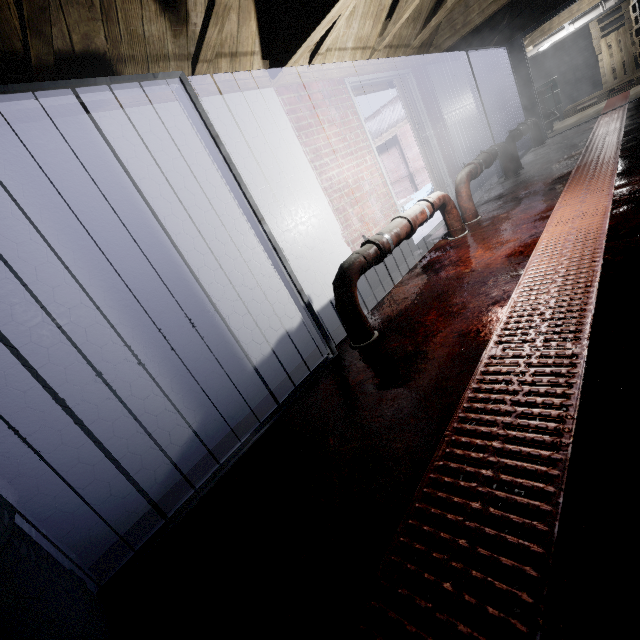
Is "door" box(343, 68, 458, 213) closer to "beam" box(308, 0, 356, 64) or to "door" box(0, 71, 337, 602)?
"beam" box(308, 0, 356, 64)

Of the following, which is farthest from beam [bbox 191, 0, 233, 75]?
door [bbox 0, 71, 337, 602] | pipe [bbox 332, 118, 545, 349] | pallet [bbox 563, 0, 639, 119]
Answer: pallet [bbox 563, 0, 639, 119]

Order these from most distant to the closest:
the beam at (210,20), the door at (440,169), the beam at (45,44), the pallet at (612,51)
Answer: the pallet at (612,51) < the door at (440,169) < the beam at (210,20) < the beam at (45,44)

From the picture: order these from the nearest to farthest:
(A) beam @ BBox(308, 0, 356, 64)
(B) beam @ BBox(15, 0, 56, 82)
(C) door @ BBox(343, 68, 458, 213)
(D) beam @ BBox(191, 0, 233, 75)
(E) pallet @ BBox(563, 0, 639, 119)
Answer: (B) beam @ BBox(15, 0, 56, 82) → (D) beam @ BBox(191, 0, 233, 75) → (A) beam @ BBox(308, 0, 356, 64) → (C) door @ BBox(343, 68, 458, 213) → (E) pallet @ BBox(563, 0, 639, 119)

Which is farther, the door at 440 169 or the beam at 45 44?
the door at 440 169

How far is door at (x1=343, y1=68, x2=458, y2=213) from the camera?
3.5 meters

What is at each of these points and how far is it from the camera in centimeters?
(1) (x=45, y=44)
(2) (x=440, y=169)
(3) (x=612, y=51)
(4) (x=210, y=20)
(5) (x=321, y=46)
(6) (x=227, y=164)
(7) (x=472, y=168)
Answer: (1) beam, 140cm
(2) door, 467cm
(3) pallet, 868cm
(4) beam, 180cm
(5) beam, 269cm
(6) door, 195cm
(7) pipe, 384cm

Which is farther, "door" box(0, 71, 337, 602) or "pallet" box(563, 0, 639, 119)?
"pallet" box(563, 0, 639, 119)
